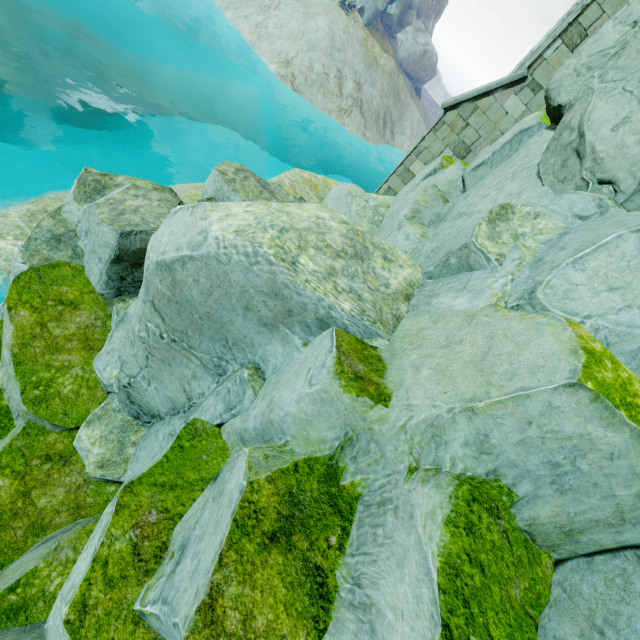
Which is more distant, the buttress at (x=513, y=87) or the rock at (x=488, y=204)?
the buttress at (x=513, y=87)

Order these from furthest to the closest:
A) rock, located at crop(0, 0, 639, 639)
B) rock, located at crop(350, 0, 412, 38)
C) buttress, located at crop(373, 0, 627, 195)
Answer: rock, located at crop(350, 0, 412, 38)
buttress, located at crop(373, 0, 627, 195)
rock, located at crop(0, 0, 639, 639)

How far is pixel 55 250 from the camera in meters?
6.9

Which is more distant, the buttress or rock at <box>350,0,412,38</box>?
rock at <box>350,0,412,38</box>

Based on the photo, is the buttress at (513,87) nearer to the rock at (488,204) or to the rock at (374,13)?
the rock at (488,204)

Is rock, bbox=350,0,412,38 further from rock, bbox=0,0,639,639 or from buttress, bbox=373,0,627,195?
buttress, bbox=373,0,627,195
